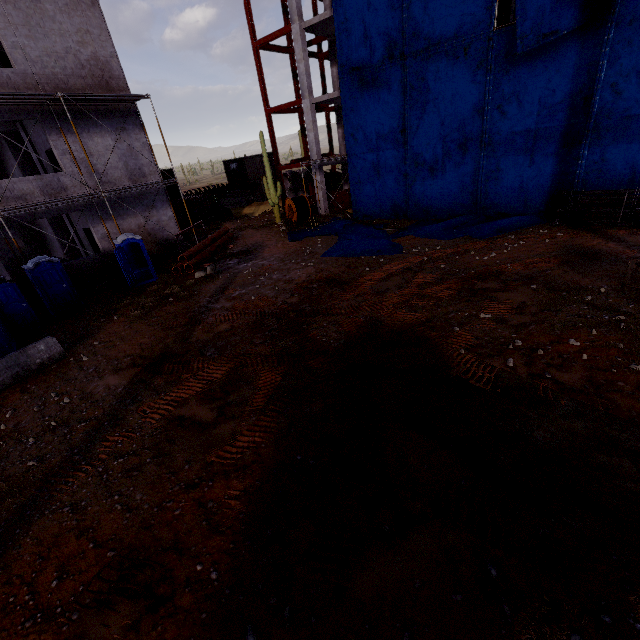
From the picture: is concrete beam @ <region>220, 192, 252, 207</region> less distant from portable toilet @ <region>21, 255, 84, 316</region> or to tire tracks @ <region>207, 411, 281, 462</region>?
portable toilet @ <region>21, 255, 84, 316</region>

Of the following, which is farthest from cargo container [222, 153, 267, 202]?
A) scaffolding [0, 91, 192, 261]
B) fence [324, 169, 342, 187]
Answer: scaffolding [0, 91, 192, 261]

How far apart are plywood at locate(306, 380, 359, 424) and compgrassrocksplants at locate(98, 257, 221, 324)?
9.00m

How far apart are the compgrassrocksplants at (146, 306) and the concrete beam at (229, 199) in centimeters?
2191cm

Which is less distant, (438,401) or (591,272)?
(438,401)

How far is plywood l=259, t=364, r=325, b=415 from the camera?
6.82m

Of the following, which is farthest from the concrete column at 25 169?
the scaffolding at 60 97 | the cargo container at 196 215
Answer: the scaffolding at 60 97

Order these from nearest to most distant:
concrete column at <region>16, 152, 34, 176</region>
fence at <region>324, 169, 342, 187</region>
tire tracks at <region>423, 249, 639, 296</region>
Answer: tire tracks at <region>423, 249, 639, 296</region> → concrete column at <region>16, 152, 34, 176</region> → fence at <region>324, 169, 342, 187</region>
